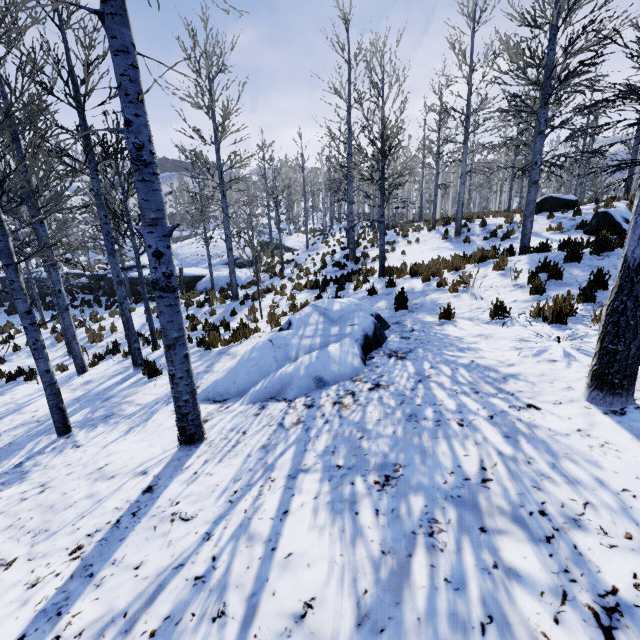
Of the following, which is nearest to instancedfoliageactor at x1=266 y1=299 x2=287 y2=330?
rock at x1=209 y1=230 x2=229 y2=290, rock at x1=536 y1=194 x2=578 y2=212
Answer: rock at x1=209 y1=230 x2=229 y2=290

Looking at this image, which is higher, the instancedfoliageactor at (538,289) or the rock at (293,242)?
the instancedfoliageactor at (538,289)

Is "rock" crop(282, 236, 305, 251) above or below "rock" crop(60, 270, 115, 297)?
above

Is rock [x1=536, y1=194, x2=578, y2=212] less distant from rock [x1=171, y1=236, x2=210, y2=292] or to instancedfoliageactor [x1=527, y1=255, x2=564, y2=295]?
instancedfoliageactor [x1=527, y1=255, x2=564, y2=295]

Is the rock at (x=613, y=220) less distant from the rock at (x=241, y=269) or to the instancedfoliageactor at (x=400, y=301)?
the instancedfoliageactor at (x=400, y=301)

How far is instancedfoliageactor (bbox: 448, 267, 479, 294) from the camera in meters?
7.0 m

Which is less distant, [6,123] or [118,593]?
[118,593]

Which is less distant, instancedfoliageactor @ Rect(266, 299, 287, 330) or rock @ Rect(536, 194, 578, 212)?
instancedfoliageactor @ Rect(266, 299, 287, 330)
